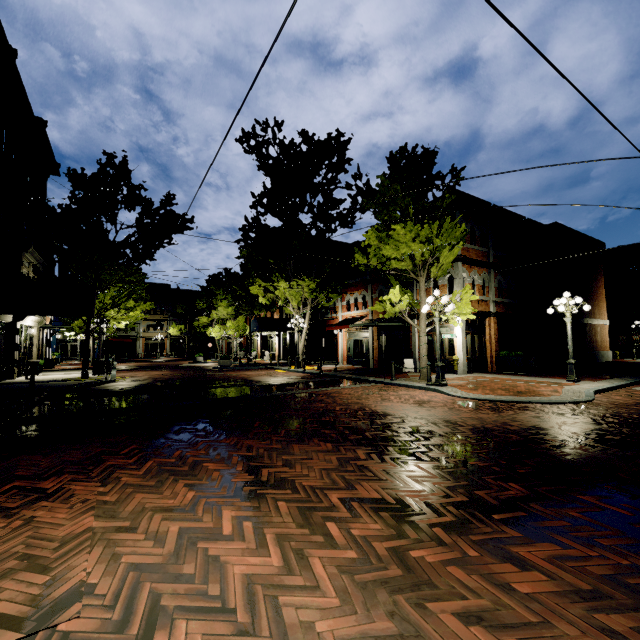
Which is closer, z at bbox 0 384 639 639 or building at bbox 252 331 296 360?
z at bbox 0 384 639 639

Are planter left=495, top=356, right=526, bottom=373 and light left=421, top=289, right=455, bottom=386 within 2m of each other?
no

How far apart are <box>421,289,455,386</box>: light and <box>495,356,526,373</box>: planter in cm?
716

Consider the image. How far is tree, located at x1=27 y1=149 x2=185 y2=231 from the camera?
15.6 meters

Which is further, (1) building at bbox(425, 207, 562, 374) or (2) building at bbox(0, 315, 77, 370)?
(1) building at bbox(425, 207, 562, 374)

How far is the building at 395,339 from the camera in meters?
20.4

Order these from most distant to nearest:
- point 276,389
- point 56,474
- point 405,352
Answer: point 405,352, point 276,389, point 56,474

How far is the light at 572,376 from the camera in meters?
12.8 m
